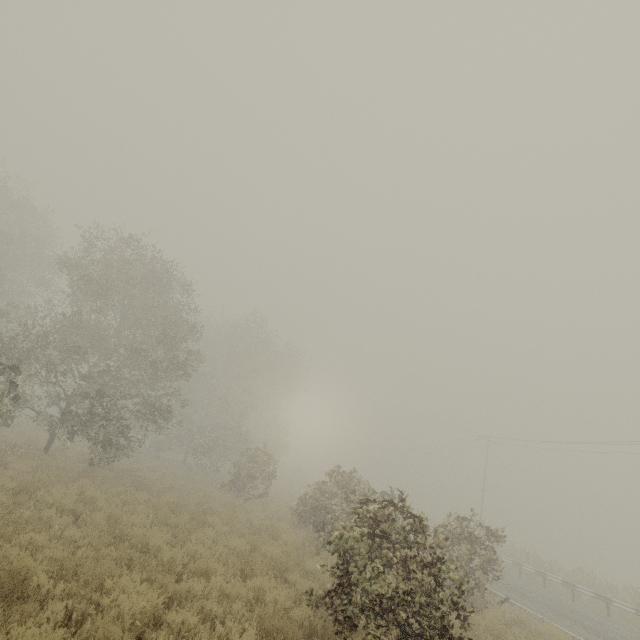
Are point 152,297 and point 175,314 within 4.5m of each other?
yes
